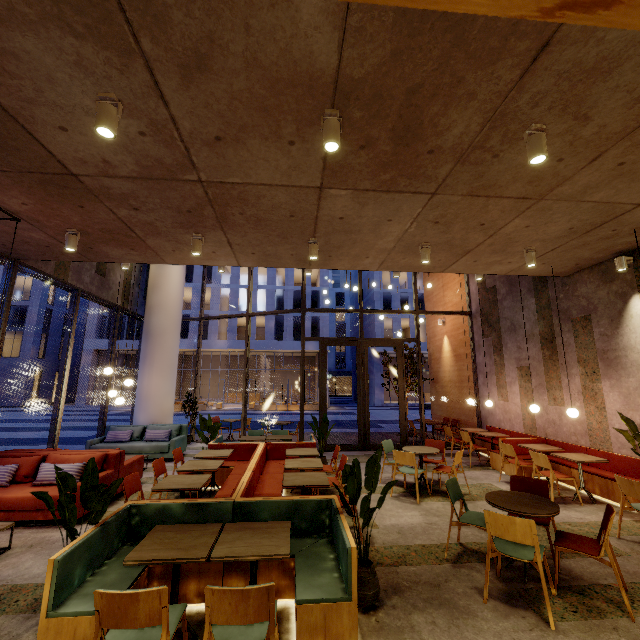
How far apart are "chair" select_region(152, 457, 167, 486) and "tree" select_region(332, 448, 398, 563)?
3.08m

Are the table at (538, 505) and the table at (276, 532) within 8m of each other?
yes

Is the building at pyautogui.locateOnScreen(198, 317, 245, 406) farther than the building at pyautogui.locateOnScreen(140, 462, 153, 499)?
Yes

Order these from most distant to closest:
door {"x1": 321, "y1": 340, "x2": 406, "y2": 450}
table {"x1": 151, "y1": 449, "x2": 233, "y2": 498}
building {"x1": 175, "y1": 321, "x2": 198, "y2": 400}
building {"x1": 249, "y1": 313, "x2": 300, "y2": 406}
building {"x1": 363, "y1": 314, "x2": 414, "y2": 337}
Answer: building {"x1": 363, "y1": 314, "x2": 414, "y2": 337}
building {"x1": 249, "y1": 313, "x2": 300, "y2": 406}
building {"x1": 175, "y1": 321, "x2": 198, "y2": 400}
door {"x1": 321, "y1": 340, "x2": 406, "y2": 450}
table {"x1": 151, "y1": 449, "x2": 233, "y2": 498}

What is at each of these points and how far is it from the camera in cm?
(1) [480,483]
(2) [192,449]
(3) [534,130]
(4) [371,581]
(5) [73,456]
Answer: (1) building, 696
(2) building, 1041
(3) lamp, 313
(4) pot, 311
(5) couch, 566

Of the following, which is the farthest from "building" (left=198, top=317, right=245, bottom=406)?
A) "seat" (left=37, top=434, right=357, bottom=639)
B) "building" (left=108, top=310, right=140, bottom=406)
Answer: "seat" (left=37, top=434, right=357, bottom=639)

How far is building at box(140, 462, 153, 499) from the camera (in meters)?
6.29

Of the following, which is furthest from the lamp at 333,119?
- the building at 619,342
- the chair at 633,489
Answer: the chair at 633,489
